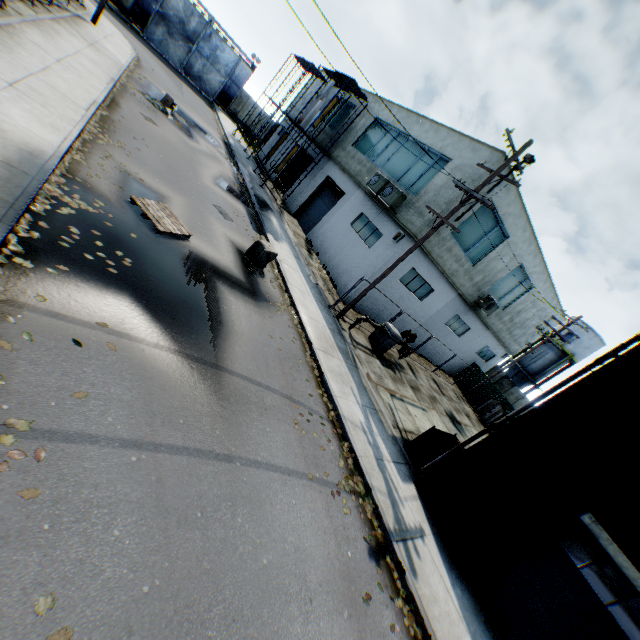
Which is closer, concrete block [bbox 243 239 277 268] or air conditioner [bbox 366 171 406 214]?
concrete block [bbox 243 239 277 268]

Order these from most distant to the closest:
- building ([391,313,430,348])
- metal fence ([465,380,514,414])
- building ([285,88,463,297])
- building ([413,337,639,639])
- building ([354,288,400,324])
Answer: metal fence ([465,380,514,414]) < building ([391,313,430,348]) < building ([354,288,400,324]) < building ([285,88,463,297]) < building ([413,337,639,639])

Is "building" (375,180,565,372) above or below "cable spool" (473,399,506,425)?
above

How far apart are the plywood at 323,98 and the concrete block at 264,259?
13.34m

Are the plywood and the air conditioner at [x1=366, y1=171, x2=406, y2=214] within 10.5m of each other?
yes

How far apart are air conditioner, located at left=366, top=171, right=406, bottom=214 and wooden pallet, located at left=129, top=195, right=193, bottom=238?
10.6 meters

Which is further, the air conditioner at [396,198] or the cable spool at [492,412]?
the cable spool at [492,412]

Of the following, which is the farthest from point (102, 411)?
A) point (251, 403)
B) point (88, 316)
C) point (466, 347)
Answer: point (466, 347)
